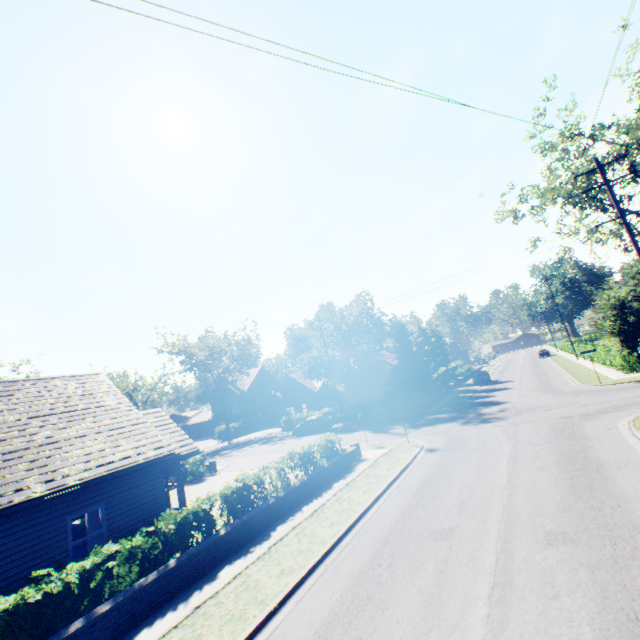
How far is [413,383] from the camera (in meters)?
35.72

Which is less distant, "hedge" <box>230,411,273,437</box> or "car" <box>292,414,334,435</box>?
"car" <box>292,414,334,435</box>

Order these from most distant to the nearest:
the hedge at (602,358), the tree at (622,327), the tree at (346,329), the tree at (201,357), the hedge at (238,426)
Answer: the hedge at (238,426) → the tree at (201,357) → the tree at (346,329) → the hedge at (602,358) → the tree at (622,327)

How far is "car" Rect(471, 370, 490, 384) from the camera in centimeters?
4106cm

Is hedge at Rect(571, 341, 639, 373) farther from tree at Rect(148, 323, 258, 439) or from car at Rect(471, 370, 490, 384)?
car at Rect(471, 370, 490, 384)

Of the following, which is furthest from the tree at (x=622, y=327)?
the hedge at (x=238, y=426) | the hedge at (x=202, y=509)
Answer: the hedge at (x=202, y=509)
